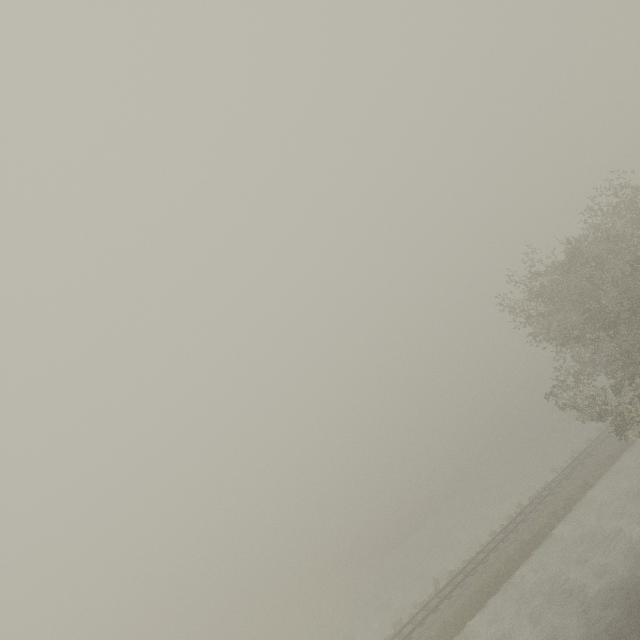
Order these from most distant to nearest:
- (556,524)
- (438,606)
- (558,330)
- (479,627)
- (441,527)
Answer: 1. (441,527)
2. (556,524)
3. (438,606)
4. (479,627)
5. (558,330)
